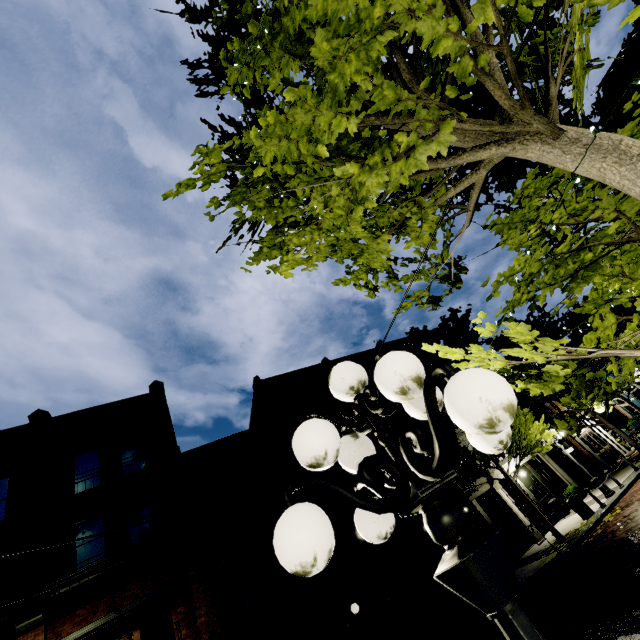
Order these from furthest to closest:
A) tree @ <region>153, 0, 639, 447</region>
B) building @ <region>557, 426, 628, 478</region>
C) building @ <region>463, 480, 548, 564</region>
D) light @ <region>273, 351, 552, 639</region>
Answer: building @ <region>557, 426, 628, 478</region>, building @ <region>463, 480, 548, 564</region>, tree @ <region>153, 0, 639, 447</region>, light @ <region>273, 351, 552, 639</region>

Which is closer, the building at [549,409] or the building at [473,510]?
the building at [473,510]

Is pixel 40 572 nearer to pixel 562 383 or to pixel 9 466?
pixel 9 466

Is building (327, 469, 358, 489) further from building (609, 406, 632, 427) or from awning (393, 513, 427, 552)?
building (609, 406, 632, 427)

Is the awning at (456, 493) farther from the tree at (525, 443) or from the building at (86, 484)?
the tree at (525, 443)

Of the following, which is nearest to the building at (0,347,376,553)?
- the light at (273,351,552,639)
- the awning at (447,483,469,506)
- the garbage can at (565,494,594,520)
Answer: the awning at (447,483,469,506)

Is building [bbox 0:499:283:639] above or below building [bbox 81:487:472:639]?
above

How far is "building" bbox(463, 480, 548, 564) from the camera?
16.7m
